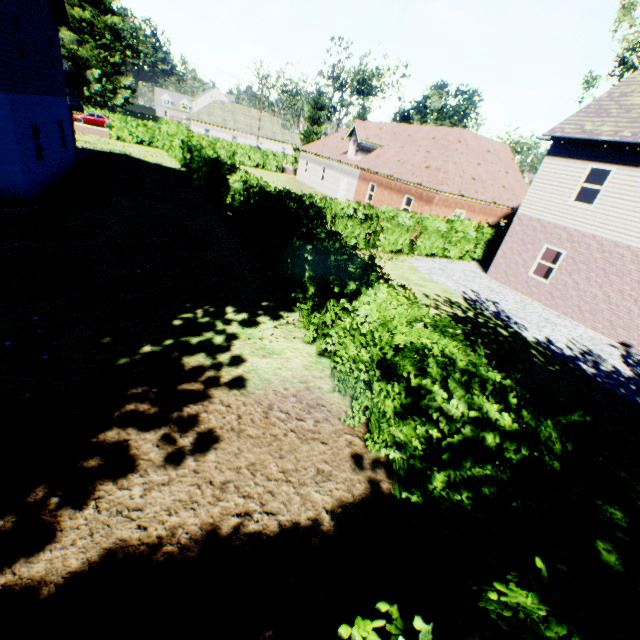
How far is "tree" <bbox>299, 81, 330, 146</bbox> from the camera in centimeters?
3945cm

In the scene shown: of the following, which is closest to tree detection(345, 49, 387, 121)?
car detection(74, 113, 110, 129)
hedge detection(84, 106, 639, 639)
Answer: hedge detection(84, 106, 639, 639)

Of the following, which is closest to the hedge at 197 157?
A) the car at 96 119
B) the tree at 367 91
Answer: the tree at 367 91

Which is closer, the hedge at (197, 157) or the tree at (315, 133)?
the hedge at (197, 157)

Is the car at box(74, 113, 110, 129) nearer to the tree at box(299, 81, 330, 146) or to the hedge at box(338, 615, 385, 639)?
the hedge at box(338, 615, 385, 639)

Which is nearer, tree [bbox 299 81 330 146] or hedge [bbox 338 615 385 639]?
hedge [bbox 338 615 385 639]

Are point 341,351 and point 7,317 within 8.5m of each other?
yes
